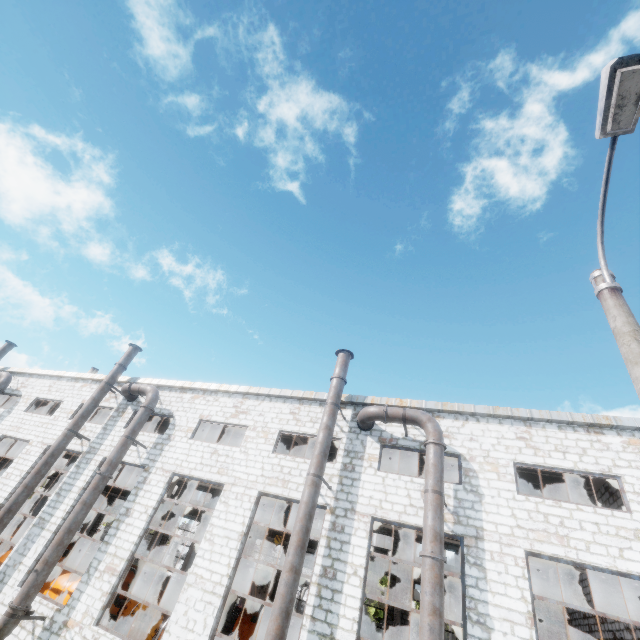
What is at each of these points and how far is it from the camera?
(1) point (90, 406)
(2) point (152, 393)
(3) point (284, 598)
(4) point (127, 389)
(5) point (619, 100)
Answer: (1) pipe, 17.11m
(2) pipe, 16.30m
(3) pipe, 9.08m
(4) pipe, 16.98m
(5) lamp post, 3.98m

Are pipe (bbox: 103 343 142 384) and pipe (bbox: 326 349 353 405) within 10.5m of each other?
no

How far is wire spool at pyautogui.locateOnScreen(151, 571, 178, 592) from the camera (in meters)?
20.78

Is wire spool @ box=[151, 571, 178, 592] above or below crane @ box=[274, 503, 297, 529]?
below

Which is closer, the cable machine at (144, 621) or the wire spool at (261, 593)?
the cable machine at (144, 621)

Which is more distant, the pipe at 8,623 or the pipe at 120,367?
the pipe at 120,367

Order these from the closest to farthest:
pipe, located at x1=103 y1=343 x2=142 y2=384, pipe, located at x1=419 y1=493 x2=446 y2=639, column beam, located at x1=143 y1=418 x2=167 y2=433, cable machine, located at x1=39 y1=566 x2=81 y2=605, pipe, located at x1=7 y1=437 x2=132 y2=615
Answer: pipe, located at x1=419 y1=493 x2=446 y2=639 < pipe, located at x1=7 y1=437 x2=132 y2=615 < cable machine, located at x1=39 y1=566 x2=81 y2=605 < pipe, located at x1=103 y1=343 x2=142 y2=384 < column beam, located at x1=143 y1=418 x2=167 y2=433

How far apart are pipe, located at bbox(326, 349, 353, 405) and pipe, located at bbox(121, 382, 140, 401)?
8.8 meters
